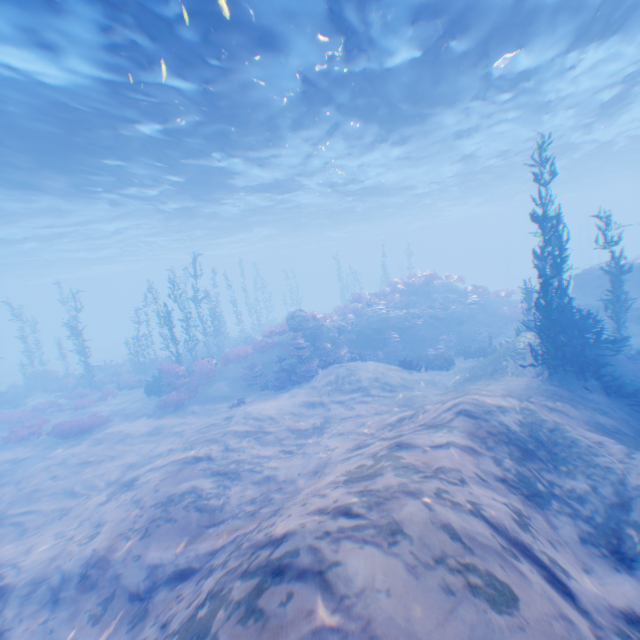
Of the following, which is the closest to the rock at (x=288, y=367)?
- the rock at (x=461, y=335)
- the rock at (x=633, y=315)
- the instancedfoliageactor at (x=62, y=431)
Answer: the rock at (x=461, y=335)

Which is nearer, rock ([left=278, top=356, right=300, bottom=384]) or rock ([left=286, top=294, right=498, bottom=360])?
rock ([left=278, top=356, right=300, bottom=384])

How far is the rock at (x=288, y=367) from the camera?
16.0m

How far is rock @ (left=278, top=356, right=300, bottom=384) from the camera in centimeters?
1605cm

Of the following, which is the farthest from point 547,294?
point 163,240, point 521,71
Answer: point 163,240

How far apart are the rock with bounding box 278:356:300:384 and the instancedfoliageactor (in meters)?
8.70

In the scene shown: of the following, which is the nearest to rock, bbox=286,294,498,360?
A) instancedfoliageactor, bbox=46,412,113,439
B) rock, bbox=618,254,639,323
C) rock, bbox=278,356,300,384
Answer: rock, bbox=278,356,300,384

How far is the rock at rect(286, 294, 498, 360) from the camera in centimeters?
1856cm
